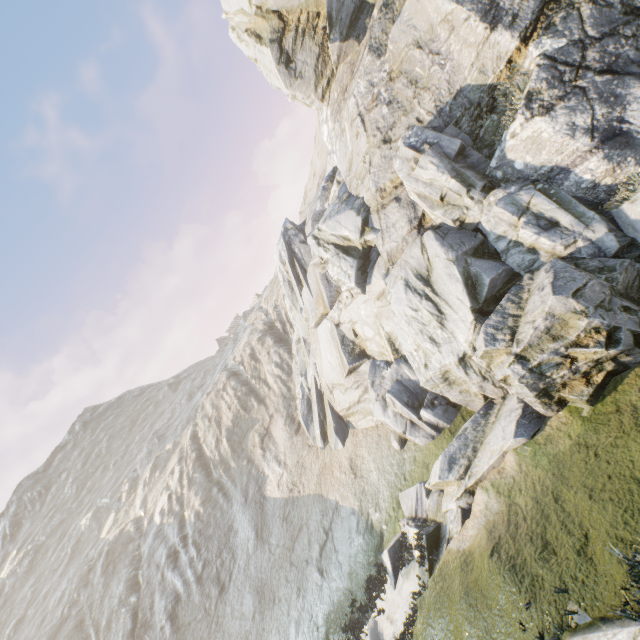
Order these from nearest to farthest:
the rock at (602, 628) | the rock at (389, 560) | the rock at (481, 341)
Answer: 1. the rock at (602, 628)
2. the rock at (481, 341)
3. the rock at (389, 560)

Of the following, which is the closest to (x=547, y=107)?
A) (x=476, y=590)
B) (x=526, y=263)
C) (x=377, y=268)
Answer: (x=526, y=263)

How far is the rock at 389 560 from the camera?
11.7m

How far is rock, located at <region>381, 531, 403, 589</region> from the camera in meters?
11.7 m

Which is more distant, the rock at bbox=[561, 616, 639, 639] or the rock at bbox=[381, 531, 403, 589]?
the rock at bbox=[381, 531, 403, 589]

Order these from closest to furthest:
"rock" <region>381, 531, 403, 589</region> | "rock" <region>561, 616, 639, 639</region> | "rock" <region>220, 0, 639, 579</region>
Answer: "rock" <region>561, 616, 639, 639</region>
"rock" <region>220, 0, 639, 579</region>
"rock" <region>381, 531, 403, 589</region>
